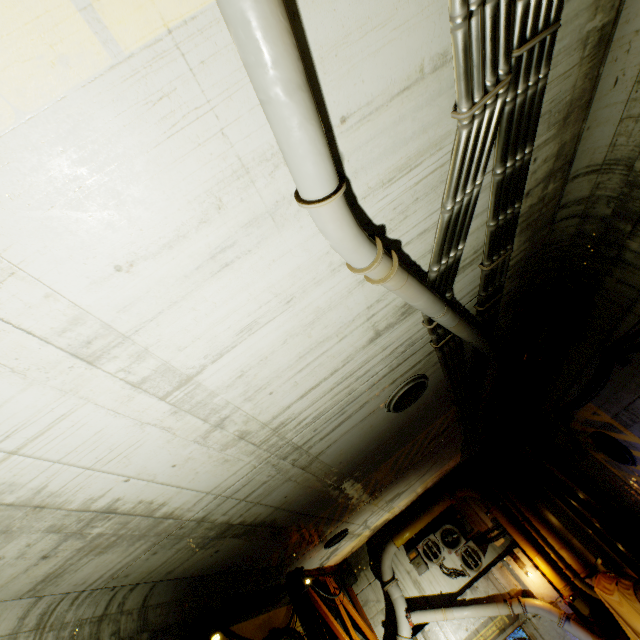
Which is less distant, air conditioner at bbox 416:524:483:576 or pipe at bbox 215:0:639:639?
pipe at bbox 215:0:639:639

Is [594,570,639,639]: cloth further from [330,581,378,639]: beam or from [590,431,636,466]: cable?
[330,581,378,639]: beam

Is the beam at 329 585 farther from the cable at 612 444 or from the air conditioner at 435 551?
the cable at 612 444

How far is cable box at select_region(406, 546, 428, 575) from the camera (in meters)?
11.92

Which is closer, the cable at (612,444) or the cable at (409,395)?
the cable at (409,395)

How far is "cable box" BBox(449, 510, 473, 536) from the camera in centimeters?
1211cm

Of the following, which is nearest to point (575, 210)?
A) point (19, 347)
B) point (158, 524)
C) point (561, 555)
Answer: point (19, 347)
